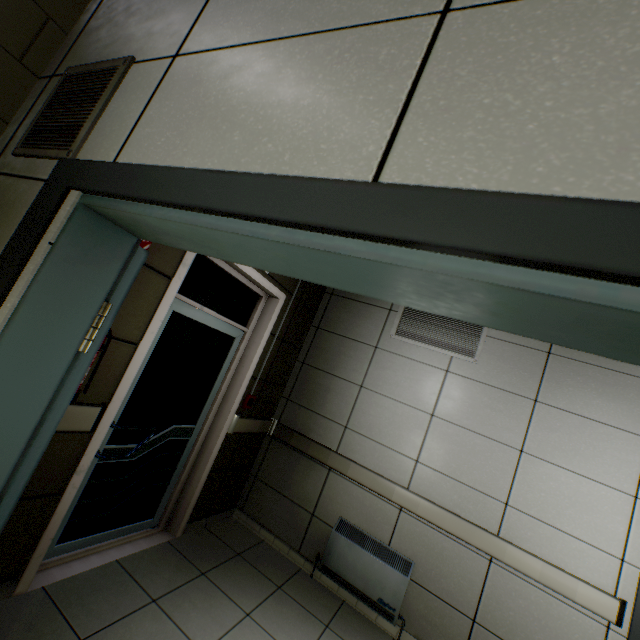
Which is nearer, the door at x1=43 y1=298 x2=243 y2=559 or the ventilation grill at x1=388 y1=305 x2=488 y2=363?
the door at x1=43 y1=298 x2=243 y2=559

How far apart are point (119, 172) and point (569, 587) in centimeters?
392cm

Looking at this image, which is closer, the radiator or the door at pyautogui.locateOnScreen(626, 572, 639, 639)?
the door at pyautogui.locateOnScreen(626, 572, 639, 639)

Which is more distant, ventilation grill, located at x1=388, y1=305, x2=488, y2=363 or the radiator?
ventilation grill, located at x1=388, y1=305, x2=488, y2=363

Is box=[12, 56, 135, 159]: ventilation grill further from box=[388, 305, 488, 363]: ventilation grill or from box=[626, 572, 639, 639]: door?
box=[626, 572, 639, 639]: door

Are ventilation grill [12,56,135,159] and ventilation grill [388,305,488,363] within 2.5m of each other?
no

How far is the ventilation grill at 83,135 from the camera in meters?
1.1

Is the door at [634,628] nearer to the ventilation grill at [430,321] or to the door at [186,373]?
the ventilation grill at [430,321]
